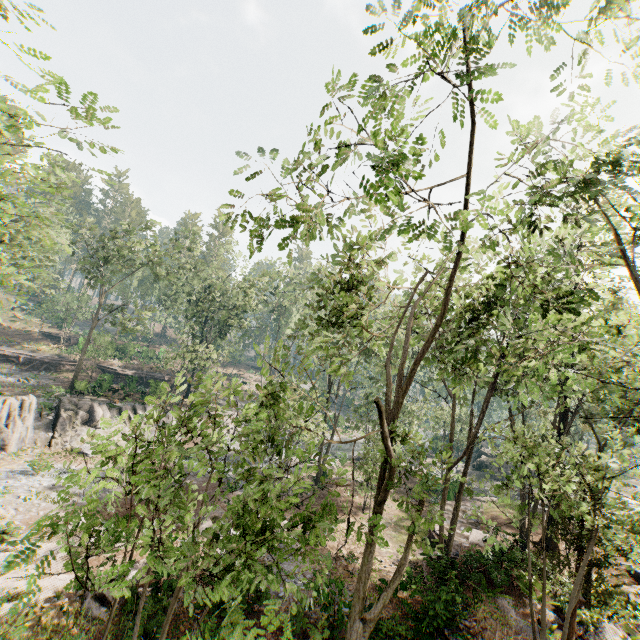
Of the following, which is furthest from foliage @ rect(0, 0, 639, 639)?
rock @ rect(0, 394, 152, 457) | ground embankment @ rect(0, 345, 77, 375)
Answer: ground embankment @ rect(0, 345, 77, 375)

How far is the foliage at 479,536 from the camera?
12.8m

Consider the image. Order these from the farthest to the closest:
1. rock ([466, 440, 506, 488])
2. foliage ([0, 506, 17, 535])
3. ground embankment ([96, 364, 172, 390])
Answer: rock ([466, 440, 506, 488]) < ground embankment ([96, 364, 172, 390]) < foliage ([0, 506, 17, 535])

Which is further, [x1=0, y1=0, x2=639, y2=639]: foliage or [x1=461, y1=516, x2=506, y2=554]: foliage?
[x1=461, y1=516, x2=506, y2=554]: foliage

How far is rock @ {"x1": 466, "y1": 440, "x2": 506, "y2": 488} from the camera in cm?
3931

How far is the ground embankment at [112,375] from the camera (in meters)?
36.59

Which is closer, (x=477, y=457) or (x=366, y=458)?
(x=366, y=458)

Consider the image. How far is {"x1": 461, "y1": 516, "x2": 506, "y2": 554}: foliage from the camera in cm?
1283
